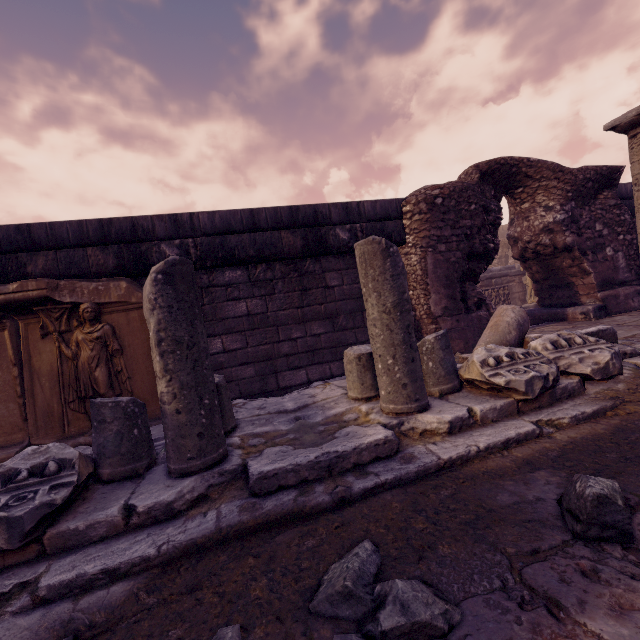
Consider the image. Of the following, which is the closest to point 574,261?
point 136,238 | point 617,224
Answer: point 617,224

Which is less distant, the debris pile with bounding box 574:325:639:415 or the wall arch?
the debris pile with bounding box 574:325:639:415

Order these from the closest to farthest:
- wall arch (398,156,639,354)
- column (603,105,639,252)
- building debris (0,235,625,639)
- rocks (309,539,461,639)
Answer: rocks (309,539,461,639) → building debris (0,235,625,639) → column (603,105,639,252) → wall arch (398,156,639,354)

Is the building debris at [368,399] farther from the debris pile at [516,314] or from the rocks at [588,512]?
the rocks at [588,512]

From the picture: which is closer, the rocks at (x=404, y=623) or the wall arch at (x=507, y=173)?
the rocks at (x=404, y=623)

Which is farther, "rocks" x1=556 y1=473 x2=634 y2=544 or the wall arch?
the wall arch

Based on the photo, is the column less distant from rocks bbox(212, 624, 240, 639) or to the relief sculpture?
rocks bbox(212, 624, 240, 639)

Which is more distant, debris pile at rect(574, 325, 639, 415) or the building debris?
debris pile at rect(574, 325, 639, 415)
